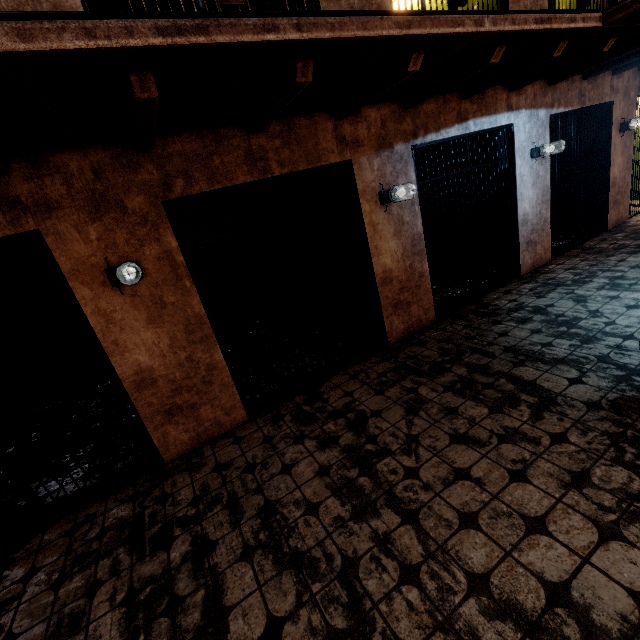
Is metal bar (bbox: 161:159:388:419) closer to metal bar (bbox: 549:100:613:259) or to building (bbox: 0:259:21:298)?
building (bbox: 0:259:21:298)

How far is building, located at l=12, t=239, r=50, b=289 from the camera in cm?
512

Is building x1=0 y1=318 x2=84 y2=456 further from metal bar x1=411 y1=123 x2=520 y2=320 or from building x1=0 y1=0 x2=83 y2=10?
metal bar x1=411 y1=123 x2=520 y2=320

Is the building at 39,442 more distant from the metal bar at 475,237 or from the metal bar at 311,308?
the metal bar at 475,237

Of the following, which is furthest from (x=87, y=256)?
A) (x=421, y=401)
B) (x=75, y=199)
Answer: (x=421, y=401)

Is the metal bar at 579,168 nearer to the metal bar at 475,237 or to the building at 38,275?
the metal bar at 475,237

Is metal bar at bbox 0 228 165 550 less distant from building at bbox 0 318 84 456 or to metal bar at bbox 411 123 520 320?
building at bbox 0 318 84 456

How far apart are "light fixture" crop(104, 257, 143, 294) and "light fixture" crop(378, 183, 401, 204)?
2.7 meters
